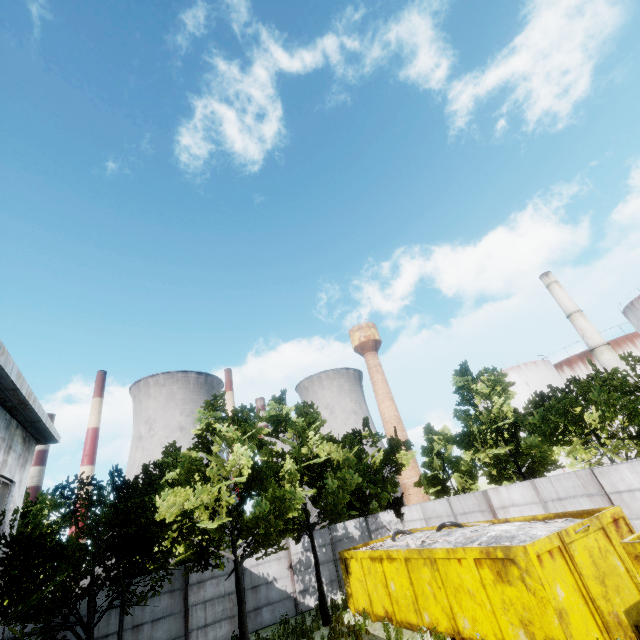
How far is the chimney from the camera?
36.3m

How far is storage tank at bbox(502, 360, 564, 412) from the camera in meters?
46.3

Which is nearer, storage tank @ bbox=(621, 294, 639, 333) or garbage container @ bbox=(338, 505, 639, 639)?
garbage container @ bbox=(338, 505, 639, 639)

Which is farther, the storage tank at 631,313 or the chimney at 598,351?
the chimney at 598,351

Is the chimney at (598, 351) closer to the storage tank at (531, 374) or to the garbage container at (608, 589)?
the storage tank at (531, 374)

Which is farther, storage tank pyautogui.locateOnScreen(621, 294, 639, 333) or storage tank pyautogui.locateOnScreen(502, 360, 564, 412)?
storage tank pyautogui.locateOnScreen(502, 360, 564, 412)

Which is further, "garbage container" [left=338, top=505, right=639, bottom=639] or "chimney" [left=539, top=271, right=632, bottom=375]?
"chimney" [left=539, top=271, right=632, bottom=375]

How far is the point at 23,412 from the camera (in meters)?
11.99
